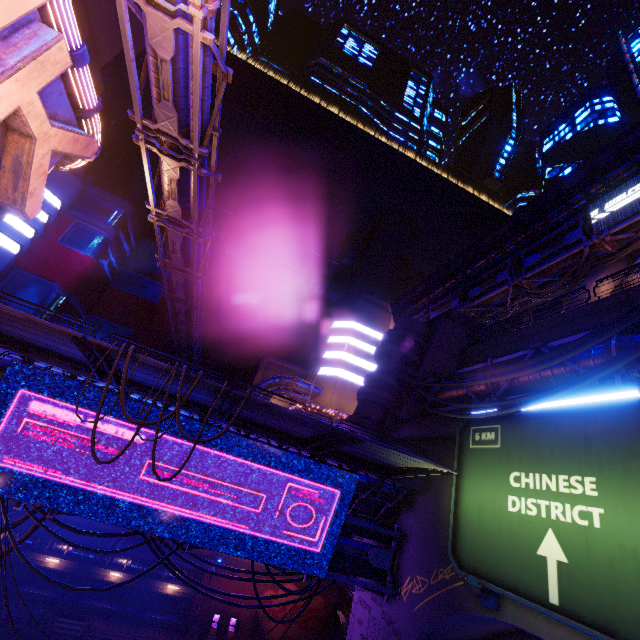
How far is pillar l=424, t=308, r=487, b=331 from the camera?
22.62m

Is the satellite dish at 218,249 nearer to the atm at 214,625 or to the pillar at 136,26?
the pillar at 136,26

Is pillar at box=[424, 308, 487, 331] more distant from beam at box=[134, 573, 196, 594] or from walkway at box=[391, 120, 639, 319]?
beam at box=[134, 573, 196, 594]

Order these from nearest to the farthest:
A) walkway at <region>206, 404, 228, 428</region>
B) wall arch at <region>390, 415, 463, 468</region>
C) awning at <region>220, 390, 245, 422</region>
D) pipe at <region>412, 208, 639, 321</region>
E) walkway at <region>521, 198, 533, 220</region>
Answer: awning at <region>220, 390, 245, 422</region>
walkway at <region>206, 404, 228, 428</region>
wall arch at <region>390, 415, 463, 468</region>
pipe at <region>412, 208, 639, 321</region>
walkway at <region>521, 198, 533, 220</region>

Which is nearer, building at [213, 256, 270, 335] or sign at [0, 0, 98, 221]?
sign at [0, 0, 98, 221]

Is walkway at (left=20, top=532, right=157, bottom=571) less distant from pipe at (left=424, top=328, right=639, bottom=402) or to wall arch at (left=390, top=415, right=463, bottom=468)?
wall arch at (left=390, top=415, right=463, bottom=468)

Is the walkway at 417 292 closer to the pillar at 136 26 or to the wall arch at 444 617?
the wall arch at 444 617

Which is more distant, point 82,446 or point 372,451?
point 372,451
